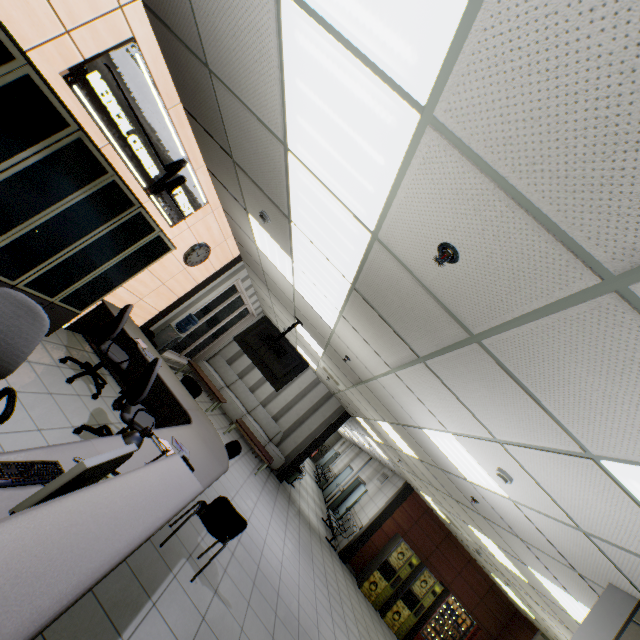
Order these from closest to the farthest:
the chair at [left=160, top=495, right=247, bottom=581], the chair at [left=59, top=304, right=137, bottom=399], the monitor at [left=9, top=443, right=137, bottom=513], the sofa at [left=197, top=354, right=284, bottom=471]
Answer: the monitor at [left=9, top=443, right=137, bottom=513] < the chair at [left=160, top=495, right=247, bottom=581] < the chair at [left=59, top=304, right=137, bottom=399] < the sofa at [left=197, top=354, right=284, bottom=471]

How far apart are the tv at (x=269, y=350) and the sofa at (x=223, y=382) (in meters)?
4.71

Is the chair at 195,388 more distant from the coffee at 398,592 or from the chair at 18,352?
the coffee at 398,592

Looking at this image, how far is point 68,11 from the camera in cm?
257

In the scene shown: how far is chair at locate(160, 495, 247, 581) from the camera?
3.6 meters

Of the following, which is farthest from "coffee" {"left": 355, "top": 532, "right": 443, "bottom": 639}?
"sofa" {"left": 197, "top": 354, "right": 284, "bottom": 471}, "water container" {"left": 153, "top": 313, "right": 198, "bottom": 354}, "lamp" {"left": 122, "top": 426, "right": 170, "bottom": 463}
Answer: "lamp" {"left": 122, "top": 426, "right": 170, "bottom": 463}

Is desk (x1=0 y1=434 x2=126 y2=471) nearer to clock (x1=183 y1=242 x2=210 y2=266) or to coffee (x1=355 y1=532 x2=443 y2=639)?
clock (x1=183 y1=242 x2=210 y2=266)

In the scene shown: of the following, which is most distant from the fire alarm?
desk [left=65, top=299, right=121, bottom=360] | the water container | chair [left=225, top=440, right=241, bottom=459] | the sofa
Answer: the sofa
